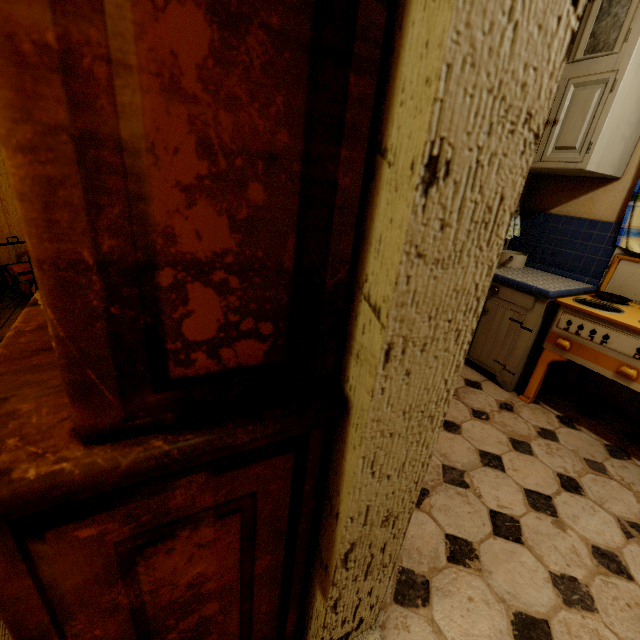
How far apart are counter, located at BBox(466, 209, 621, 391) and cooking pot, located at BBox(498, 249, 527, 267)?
0.04m

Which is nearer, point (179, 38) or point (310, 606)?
point (179, 38)

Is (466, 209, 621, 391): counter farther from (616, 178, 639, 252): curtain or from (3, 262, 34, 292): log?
(3, 262, 34, 292): log

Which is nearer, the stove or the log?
the stove

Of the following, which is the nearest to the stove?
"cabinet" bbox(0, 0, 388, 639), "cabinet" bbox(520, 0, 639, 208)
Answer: "cabinet" bbox(520, 0, 639, 208)

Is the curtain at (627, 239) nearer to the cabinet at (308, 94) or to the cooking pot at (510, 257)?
the cooking pot at (510, 257)

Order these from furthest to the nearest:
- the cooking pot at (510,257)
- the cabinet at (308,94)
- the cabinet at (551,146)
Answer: the cooking pot at (510,257) → the cabinet at (551,146) → the cabinet at (308,94)

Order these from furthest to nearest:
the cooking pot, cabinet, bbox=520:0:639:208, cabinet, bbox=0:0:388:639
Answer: the cooking pot < cabinet, bbox=520:0:639:208 < cabinet, bbox=0:0:388:639
